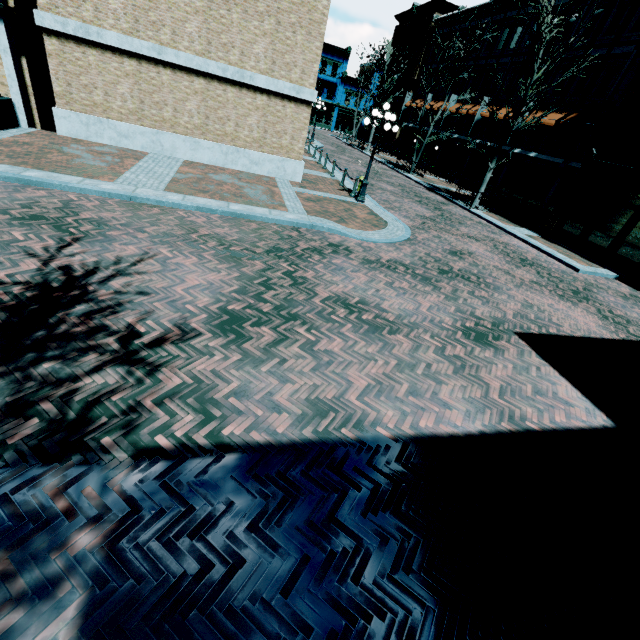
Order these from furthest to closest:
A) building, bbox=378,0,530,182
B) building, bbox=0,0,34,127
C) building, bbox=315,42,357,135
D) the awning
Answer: building, bbox=315,42,357,135, building, bbox=378,0,530,182, the awning, building, bbox=0,0,34,127

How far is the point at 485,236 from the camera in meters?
14.8

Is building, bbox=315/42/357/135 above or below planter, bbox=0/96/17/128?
above

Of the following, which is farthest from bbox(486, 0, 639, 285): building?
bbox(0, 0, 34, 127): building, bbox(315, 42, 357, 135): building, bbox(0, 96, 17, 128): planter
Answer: bbox(0, 96, 17, 128): planter

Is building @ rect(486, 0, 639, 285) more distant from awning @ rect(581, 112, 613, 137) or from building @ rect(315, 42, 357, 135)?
building @ rect(315, 42, 357, 135)

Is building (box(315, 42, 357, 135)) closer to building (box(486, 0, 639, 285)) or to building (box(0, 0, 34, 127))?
building (box(486, 0, 639, 285))

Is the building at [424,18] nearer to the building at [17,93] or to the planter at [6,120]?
the building at [17,93]

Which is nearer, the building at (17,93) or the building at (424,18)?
the building at (17,93)
